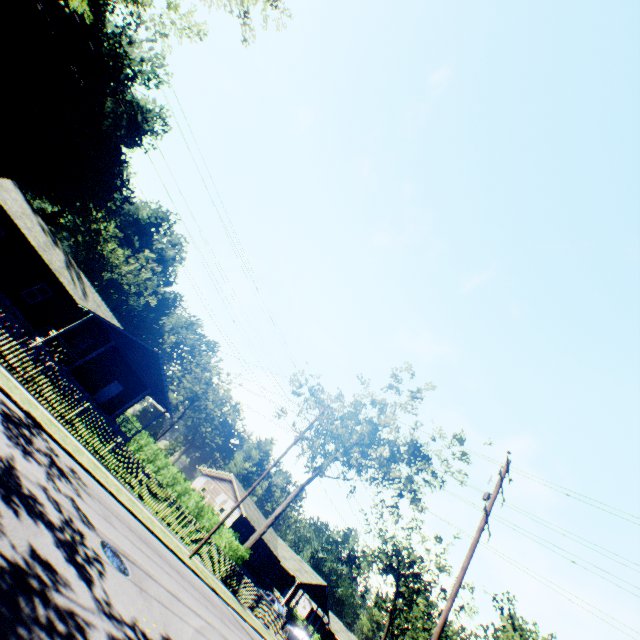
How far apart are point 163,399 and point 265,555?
27.79m

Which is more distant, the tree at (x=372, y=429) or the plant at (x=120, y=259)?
the plant at (x=120, y=259)

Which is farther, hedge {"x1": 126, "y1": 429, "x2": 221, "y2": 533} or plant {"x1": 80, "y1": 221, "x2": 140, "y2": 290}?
plant {"x1": 80, "y1": 221, "x2": 140, "y2": 290}

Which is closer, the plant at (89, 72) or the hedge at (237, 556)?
the hedge at (237, 556)

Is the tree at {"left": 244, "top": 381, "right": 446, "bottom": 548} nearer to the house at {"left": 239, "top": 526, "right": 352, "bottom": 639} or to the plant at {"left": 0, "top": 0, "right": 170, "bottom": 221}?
the house at {"left": 239, "top": 526, "right": 352, "bottom": 639}

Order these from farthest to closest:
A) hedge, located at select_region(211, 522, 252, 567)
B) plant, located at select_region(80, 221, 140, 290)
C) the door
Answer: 1. plant, located at select_region(80, 221, 140, 290)
2. the door
3. hedge, located at select_region(211, 522, 252, 567)

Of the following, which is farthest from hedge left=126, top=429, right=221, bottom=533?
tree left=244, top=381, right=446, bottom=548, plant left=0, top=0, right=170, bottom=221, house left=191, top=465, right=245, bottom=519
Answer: plant left=0, top=0, right=170, bottom=221

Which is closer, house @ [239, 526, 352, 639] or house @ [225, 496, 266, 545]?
house @ [225, 496, 266, 545]
